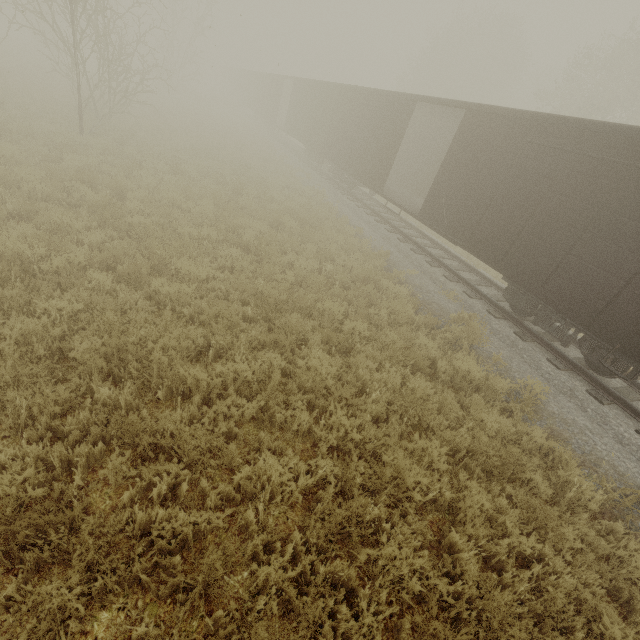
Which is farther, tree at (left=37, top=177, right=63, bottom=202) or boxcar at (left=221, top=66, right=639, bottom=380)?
tree at (left=37, top=177, right=63, bottom=202)

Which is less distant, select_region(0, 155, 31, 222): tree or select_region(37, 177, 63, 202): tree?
select_region(0, 155, 31, 222): tree

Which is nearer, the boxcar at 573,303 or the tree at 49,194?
the boxcar at 573,303

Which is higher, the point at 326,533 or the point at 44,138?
the point at 44,138

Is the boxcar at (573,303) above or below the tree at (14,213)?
above

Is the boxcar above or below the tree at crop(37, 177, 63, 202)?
above

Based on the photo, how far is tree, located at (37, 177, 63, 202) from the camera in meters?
7.9 m
